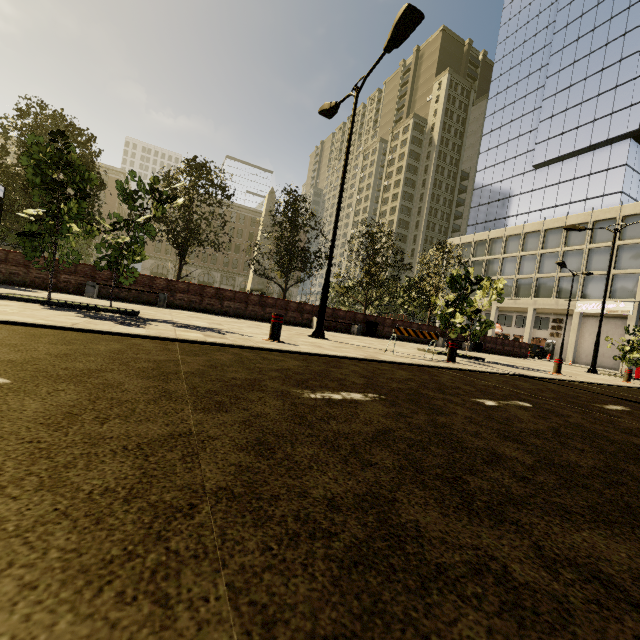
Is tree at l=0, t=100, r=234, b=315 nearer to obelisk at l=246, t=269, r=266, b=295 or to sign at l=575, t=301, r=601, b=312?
obelisk at l=246, t=269, r=266, b=295

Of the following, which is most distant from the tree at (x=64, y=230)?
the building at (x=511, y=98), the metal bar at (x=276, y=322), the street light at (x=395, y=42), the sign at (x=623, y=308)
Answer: the sign at (x=623, y=308)

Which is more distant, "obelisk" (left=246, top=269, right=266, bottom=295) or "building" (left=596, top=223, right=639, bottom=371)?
"building" (left=596, top=223, right=639, bottom=371)

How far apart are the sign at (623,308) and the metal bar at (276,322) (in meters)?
39.46

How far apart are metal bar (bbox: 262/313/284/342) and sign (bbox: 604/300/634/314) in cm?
3946

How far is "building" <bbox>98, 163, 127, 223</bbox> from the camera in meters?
53.2 m

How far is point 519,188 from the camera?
45.6 meters

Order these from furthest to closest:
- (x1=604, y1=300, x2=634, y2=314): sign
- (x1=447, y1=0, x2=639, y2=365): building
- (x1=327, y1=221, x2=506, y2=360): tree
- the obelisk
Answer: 1. (x1=447, y1=0, x2=639, y2=365): building
2. (x1=604, y1=300, x2=634, y2=314): sign
3. the obelisk
4. (x1=327, y1=221, x2=506, y2=360): tree
